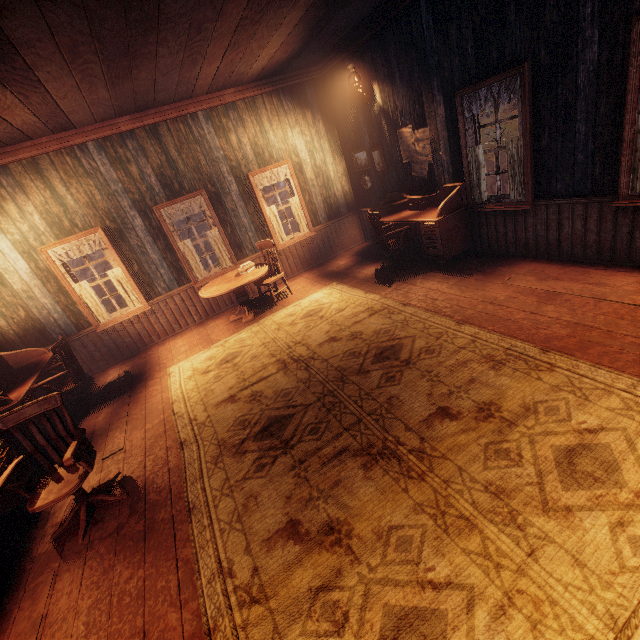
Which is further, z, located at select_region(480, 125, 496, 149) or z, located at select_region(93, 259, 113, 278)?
z, located at select_region(93, 259, 113, 278)

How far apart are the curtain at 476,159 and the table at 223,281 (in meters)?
4.18

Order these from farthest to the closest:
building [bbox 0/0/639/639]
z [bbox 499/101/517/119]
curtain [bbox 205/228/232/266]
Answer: z [bbox 499/101/517/119], curtain [bbox 205/228/232/266], building [bbox 0/0/639/639]

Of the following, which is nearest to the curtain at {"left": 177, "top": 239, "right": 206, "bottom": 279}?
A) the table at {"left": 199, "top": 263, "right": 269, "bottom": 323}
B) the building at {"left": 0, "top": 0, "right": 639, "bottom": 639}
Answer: the building at {"left": 0, "top": 0, "right": 639, "bottom": 639}

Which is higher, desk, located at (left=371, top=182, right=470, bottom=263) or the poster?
the poster

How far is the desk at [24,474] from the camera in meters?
3.5 m

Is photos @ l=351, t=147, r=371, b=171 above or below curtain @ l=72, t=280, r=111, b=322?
above

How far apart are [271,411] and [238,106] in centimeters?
611cm
